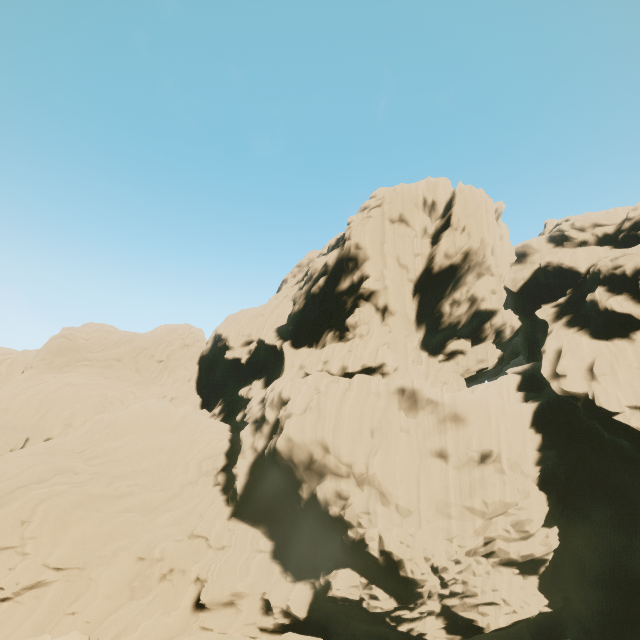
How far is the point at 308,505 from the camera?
22.97m
